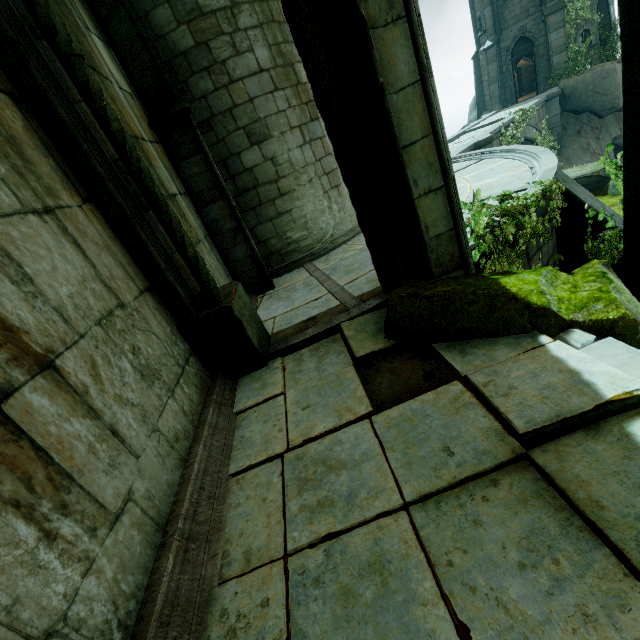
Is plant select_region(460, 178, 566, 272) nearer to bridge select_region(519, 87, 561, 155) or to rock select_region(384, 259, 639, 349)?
rock select_region(384, 259, 639, 349)

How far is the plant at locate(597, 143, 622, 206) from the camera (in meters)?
4.73

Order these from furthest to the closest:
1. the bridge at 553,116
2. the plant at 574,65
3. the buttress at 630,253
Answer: the plant at 574,65 < the bridge at 553,116 < the buttress at 630,253

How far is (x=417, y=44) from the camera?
2.9m

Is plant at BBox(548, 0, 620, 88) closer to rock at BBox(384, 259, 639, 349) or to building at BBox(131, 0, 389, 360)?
building at BBox(131, 0, 389, 360)

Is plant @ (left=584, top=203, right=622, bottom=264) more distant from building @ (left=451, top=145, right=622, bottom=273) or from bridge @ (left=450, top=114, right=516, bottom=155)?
bridge @ (left=450, top=114, right=516, bottom=155)

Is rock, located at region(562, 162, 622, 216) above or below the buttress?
below

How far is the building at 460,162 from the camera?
5.59m
